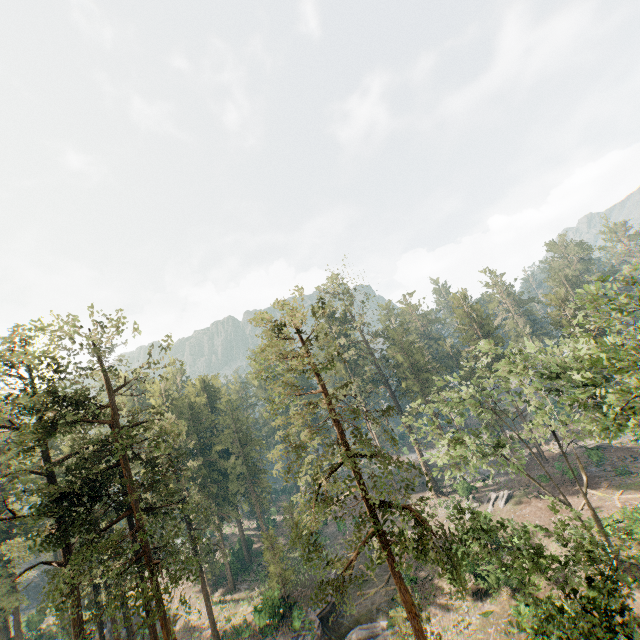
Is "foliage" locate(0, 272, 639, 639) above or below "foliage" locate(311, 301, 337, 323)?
below

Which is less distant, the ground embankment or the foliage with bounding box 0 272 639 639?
the foliage with bounding box 0 272 639 639

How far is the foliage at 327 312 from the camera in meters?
21.0 m

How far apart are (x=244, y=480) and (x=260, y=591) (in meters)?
13.43

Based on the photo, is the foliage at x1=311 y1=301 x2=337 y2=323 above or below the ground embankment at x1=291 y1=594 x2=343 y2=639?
above

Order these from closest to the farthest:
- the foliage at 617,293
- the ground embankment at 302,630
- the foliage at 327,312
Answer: the foliage at 617,293, the foliage at 327,312, the ground embankment at 302,630

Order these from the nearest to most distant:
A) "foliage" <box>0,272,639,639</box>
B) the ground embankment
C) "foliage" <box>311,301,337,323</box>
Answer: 1. "foliage" <box>0,272,639,639</box>
2. "foliage" <box>311,301,337,323</box>
3. the ground embankment
